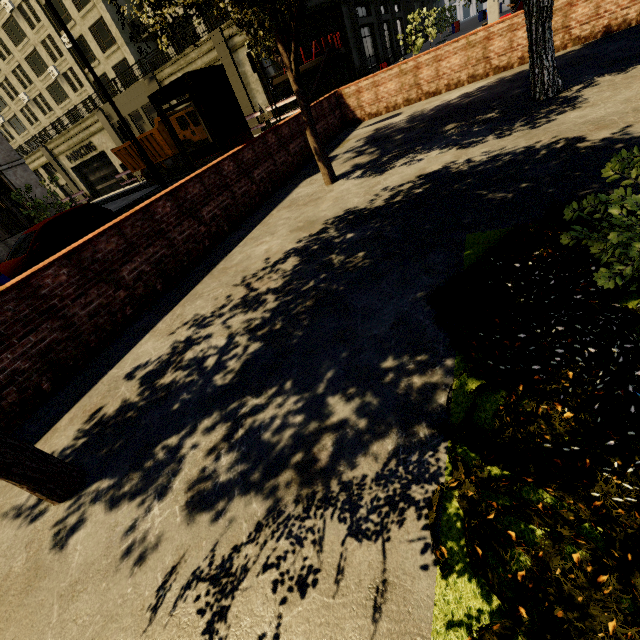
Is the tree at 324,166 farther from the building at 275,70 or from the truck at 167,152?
the truck at 167,152

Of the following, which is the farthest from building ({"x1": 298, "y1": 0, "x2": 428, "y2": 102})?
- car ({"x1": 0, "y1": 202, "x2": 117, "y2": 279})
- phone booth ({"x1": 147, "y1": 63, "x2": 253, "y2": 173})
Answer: phone booth ({"x1": 147, "y1": 63, "x2": 253, "y2": 173})

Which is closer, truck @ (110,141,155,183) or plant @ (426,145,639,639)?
plant @ (426,145,639,639)

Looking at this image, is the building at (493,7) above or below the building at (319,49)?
below

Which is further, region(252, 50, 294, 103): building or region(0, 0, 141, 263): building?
region(252, 50, 294, 103): building

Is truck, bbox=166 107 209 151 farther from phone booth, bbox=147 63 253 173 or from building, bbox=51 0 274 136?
phone booth, bbox=147 63 253 173

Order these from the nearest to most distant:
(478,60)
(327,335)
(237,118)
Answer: (327,335), (237,118), (478,60)

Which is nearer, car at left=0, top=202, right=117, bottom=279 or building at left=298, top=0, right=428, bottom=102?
car at left=0, top=202, right=117, bottom=279
